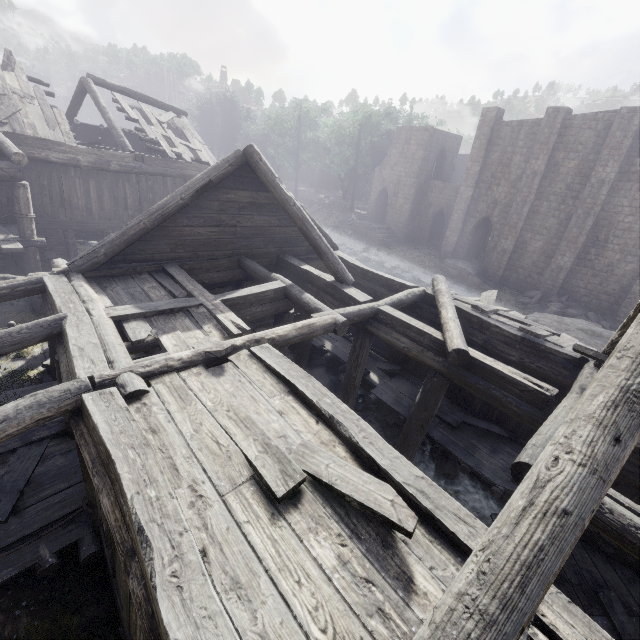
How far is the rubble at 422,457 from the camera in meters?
10.8

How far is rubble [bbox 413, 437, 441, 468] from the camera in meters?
10.8 m

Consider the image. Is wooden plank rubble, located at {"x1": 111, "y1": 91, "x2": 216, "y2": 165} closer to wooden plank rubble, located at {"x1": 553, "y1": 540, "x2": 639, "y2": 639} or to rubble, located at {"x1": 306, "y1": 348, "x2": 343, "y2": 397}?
rubble, located at {"x1": 306, "y1": 348, "x2": 343, "y2": 397}

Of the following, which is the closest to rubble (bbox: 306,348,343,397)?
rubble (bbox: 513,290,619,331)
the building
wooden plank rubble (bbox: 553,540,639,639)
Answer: the building

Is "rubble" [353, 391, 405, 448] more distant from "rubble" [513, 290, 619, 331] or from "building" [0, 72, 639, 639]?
"rubble" [513, 290, 619, 331]

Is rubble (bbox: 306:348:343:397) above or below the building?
below

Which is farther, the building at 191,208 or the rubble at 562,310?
Answer: the rubble at 562,310

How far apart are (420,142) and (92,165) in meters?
28.4
